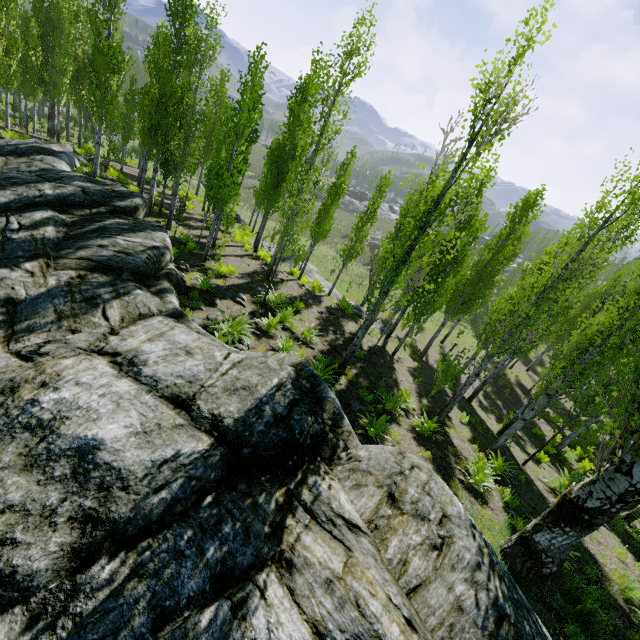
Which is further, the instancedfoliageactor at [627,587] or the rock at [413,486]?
the instancedfoliageactor at [627,587]

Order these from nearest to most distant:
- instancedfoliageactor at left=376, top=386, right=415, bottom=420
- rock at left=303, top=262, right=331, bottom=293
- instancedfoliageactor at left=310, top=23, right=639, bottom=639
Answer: instancedfoliageactor at left=310, top=23, right=639, bottom=639
instancedfoliageactor at left=376, top=386, right=415, bottom=420
rock at left=303, top=262, right=331, bottom=293

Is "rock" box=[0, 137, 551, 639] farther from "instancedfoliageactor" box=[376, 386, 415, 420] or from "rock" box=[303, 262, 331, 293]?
"rock" box=[303, 262, 331, 293]

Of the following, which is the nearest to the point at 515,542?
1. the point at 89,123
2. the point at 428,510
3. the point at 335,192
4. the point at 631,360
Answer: the point at 428,510

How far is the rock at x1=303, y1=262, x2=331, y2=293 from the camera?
23.66m

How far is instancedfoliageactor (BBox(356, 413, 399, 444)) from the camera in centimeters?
799cm

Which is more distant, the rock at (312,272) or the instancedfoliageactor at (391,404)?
the rock at (312,272)

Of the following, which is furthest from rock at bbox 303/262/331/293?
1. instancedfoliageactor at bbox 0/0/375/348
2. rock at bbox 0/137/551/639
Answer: rock at bbox 0/137/551/639
